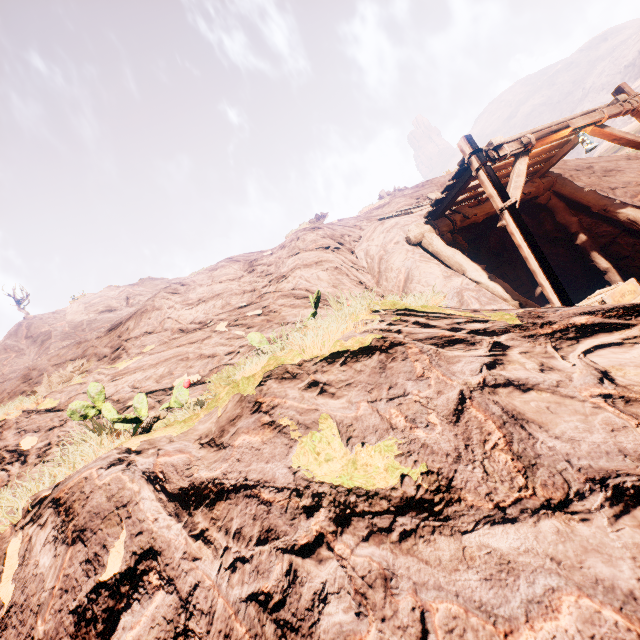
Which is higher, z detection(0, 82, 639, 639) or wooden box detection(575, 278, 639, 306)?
z detection(0, 82, 639, 639)

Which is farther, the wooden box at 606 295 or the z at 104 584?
the wooden box at 606 295

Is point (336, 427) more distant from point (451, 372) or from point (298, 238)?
point (298, 238)

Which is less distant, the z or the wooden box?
the z

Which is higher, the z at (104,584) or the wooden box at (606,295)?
the z at (104,584)
